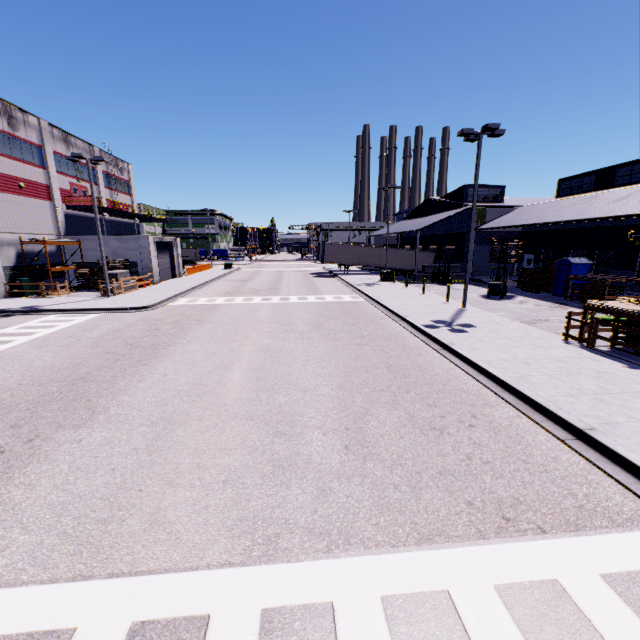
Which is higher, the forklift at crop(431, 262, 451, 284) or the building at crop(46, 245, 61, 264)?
the building at crop(46, 245, 61, 264)

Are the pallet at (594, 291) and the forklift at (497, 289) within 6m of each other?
yes

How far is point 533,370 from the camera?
9.9 meters

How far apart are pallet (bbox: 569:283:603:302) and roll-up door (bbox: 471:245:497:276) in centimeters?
1403cm

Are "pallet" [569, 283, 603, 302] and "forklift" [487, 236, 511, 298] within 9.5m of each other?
yes

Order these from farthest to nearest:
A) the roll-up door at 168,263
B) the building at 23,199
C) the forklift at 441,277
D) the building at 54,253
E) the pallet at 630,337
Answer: the roll-up door at 168,263, the forklift at 441,277, the building at 54,253, the building at 23,199, the pallet at 630,337

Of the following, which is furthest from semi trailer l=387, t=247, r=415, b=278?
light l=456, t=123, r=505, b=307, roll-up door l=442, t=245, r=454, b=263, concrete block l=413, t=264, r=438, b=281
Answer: light l=456, t=123, r=505, b=307

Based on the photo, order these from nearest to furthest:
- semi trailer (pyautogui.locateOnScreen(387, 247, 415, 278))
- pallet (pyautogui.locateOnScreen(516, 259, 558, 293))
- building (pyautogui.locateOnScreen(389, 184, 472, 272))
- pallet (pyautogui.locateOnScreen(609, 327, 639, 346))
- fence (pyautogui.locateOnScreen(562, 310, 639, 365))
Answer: fence (pyautogui.locateOnScreen(562, 310, 639, 365)), pallet (pyautogui.locateOnScreen(609, 327, 639, 346)), pallet (pyautogui.locateOnScreen(516, 259, 558, 293)), building (pyautogui.locateOnScreen(389, 184, 472, 272)), semi trailer (pyautogui.locateOnScreen(387, 247, 415, 278))
